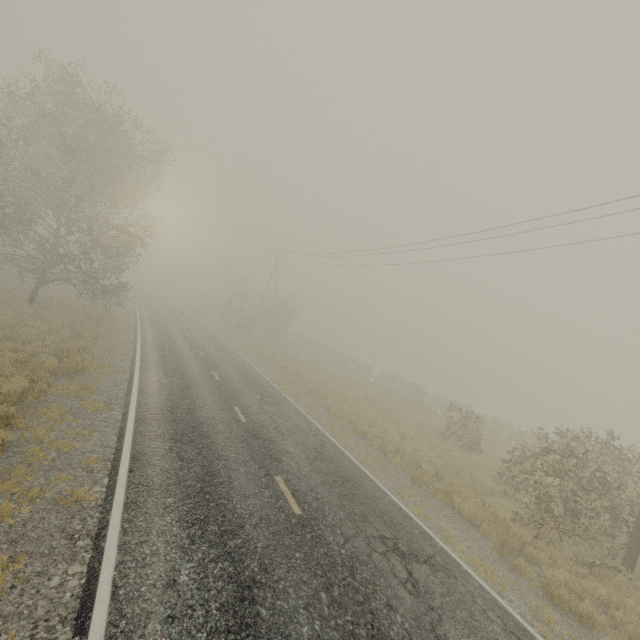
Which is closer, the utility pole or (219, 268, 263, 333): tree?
the utility pole

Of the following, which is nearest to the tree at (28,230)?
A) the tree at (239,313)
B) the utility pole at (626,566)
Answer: the tree at (239,313)

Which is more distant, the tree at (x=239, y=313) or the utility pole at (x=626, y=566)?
the tree at (x=239, y=313)

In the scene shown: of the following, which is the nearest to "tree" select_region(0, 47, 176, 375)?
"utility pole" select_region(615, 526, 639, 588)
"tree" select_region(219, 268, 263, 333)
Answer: "tree" select_region(219, 268, 263, 333)

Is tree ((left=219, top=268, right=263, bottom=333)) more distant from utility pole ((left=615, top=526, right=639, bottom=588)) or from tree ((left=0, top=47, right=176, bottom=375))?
utility pole ((left=615, top=526, right=639, bottom=588))

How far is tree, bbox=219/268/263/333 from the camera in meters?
41.2 m

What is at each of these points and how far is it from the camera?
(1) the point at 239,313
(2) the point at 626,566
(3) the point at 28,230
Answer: (1) tree, 41.5 meters
(2) utility pole, 9.3 meters
(3) tree, 17.9 meters

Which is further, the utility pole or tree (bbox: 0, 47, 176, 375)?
tree (bbox: 0, 47, 176, 375)
